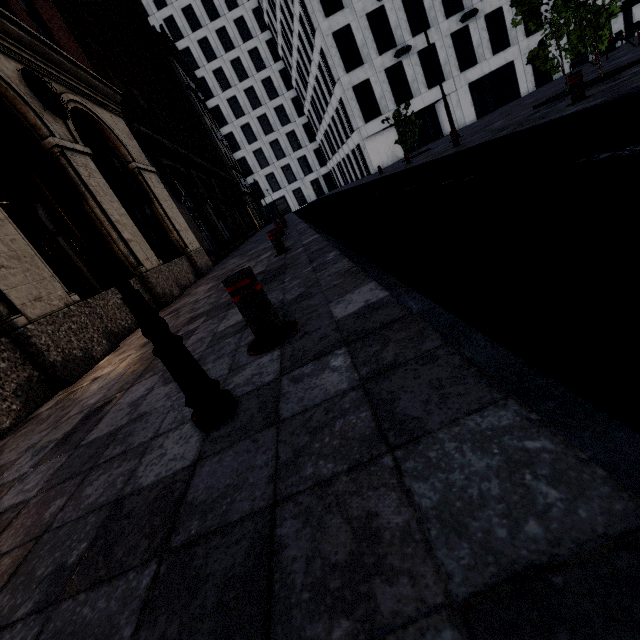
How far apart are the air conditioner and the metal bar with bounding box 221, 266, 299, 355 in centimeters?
830cm

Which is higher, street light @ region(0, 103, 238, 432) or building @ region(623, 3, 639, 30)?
building @ region(623, 3, 639, 30)

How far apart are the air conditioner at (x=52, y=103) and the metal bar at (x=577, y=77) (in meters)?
11.03

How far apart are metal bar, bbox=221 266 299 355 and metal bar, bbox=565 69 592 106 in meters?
8.1

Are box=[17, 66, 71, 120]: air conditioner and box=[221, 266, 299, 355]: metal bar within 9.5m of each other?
yes

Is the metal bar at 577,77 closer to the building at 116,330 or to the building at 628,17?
the building at 116,330

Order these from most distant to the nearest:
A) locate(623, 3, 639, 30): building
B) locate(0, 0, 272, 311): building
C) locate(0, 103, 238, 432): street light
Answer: locate(623, 3, 639, 30): building, locate(0, 0, 272, 311): building, locate(0, 103, 238, 432): street light

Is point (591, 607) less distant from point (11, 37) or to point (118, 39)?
point (11, 37)
